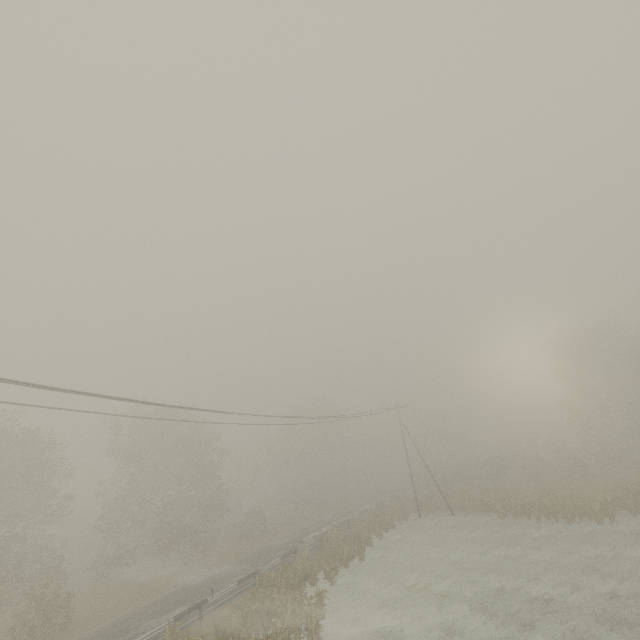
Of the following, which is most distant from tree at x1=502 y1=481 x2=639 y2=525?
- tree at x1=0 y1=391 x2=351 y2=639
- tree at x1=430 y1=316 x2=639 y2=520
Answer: tree at x1=0 y1=391 x2=351 y2=639

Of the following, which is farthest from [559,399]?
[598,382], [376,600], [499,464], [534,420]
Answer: [376,600]

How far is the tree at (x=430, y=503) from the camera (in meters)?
36.66

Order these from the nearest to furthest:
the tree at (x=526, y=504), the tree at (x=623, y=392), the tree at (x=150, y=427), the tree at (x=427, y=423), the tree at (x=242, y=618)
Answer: the tree at (x=242, y=618) < the tree at (x=150, y=427) < the tree at (x=526, y=504) < the tree at (x=623, y=392) < the tree at (x=427, y=423)

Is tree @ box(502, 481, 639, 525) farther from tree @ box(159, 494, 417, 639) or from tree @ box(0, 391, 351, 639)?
tree @ box(0, 391, 351, 639)

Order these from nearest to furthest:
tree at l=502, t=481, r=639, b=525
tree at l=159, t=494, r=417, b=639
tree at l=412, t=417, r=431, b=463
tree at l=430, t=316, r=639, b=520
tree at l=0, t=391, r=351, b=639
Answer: tree at l=159, t=494, r=417, b=639 → tree at l=0, t=391, r=351, b=639 → tree at l=502, t=481, r=639, b=525 → tree at l=430, t=316, r=639, b=520 → tree at l=412, t=417, r=431, b=463

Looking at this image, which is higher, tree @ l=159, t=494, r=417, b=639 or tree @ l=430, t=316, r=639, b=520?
tree @ l=430, t=316, r=639, b=520
